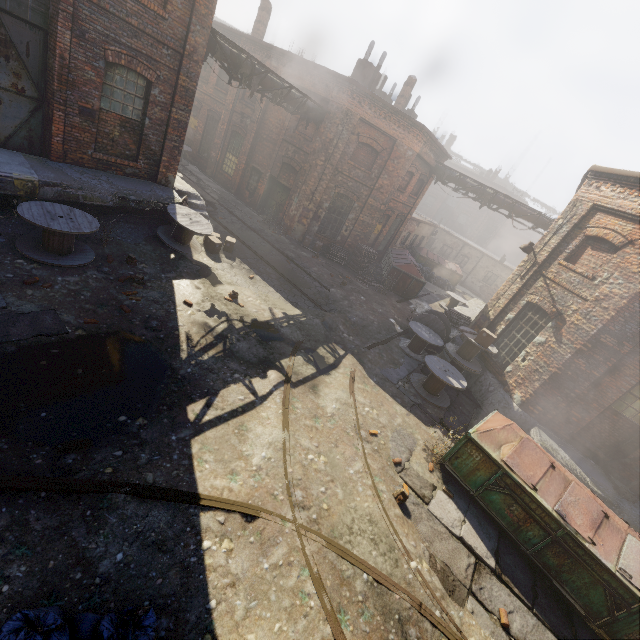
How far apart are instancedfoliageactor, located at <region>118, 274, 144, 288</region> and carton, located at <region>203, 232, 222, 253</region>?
3.52m

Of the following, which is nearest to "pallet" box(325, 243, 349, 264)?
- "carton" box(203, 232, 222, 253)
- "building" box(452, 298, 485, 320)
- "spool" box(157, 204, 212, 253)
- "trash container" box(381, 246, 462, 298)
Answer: "trash container" box(381, 246, 462, 298)

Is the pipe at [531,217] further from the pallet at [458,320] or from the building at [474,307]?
the pallet at [458,320]

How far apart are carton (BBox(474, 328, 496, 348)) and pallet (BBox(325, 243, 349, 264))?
8.4 meters

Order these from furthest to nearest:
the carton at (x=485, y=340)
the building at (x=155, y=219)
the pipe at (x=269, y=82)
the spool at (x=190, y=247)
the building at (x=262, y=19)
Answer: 1. the building at (x=262, y=19)
2. the pipe at (x=269, y=82)
3. the carton at (x=485, y=340)
4. the spool at (x=190, y=247)
5. the building at (x=155, y=219)

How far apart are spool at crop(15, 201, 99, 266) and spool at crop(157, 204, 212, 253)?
2.18m

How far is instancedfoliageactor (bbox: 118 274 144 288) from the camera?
8.3 meters

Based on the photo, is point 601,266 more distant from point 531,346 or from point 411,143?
point 411,143
